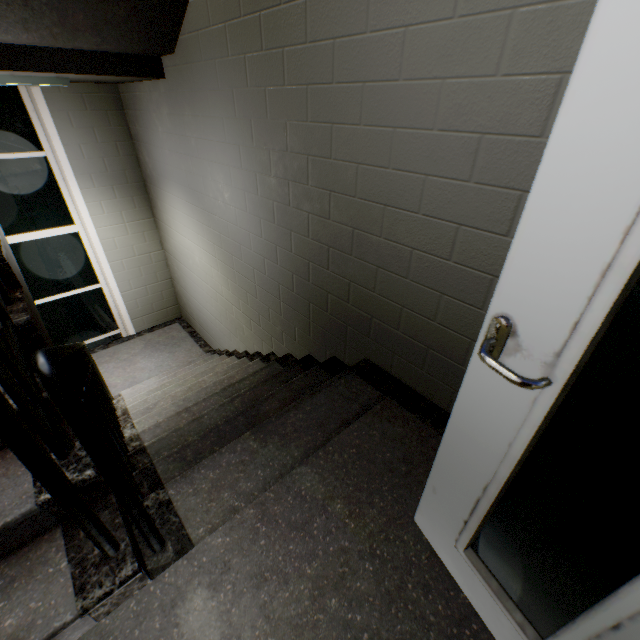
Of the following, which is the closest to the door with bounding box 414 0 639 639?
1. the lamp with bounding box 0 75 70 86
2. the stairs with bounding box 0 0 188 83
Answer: the stairs with bounding box 0 0 188 83

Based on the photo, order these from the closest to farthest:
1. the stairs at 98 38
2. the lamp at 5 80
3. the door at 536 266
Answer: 1. the door at 536 266
2. the stairs at 98 38
3. the lamp at 5 80

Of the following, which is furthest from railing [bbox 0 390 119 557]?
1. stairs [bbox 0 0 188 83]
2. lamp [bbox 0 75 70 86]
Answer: lamp [bbox 0 75 70 86]

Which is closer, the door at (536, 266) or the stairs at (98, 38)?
the door at (536, 266)

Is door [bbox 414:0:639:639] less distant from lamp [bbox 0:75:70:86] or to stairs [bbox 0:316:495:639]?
stairs [bbox 0:316:495:639]

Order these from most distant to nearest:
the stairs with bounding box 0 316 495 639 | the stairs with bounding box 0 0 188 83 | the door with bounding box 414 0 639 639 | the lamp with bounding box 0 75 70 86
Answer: the lamp with bounding box 0 75 70 86 < the stairs with bounding box 0 0 188 83 < the stairs with bounding box 0 316 495 639 < the door with bounding box 414 0 639 639

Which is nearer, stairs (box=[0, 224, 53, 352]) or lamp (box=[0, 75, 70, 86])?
stairs (box=[0, 224, 53, 352])

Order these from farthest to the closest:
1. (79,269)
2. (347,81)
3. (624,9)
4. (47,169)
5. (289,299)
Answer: (79,269)
(47,169)
(289,299)
(347,81)
(624,9)
